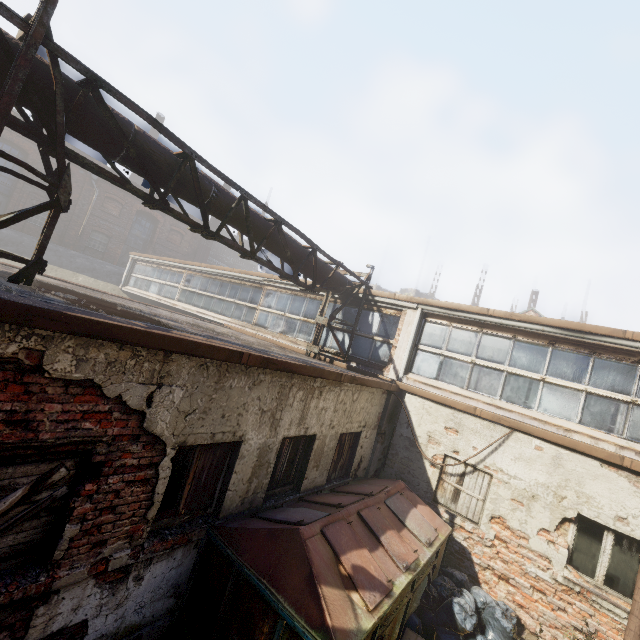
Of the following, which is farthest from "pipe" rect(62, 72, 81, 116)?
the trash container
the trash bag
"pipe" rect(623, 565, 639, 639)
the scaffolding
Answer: "pipe" rect(623, 565, 639, 639)

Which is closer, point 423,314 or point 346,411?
point 346,411

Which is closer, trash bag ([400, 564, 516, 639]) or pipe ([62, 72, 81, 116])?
pipe ([62, 72, 81, 116])

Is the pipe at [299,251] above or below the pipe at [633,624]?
above

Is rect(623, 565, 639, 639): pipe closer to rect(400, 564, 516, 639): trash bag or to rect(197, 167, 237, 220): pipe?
rect(400, 564, 516, 639): trash bag

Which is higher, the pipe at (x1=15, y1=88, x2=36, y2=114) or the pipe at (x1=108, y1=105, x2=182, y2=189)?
the pipe at (x1=108, y1=105, x2=182, y2=189)

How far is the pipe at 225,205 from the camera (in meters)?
5.65

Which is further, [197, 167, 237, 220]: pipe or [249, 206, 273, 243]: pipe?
[249, 206, 273, 243]: pipe
